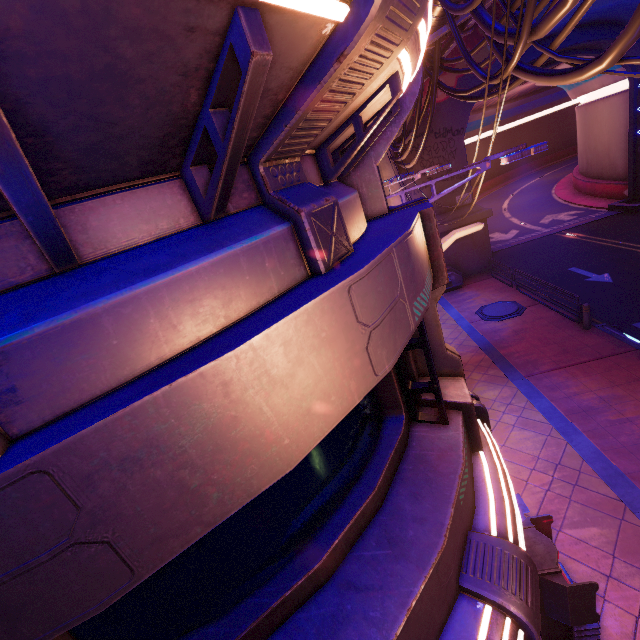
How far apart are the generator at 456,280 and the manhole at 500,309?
3.2m

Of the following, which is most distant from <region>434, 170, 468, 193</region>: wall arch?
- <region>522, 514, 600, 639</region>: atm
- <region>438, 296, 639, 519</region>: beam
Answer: <region>522, 514, 600, 639</region>: atm

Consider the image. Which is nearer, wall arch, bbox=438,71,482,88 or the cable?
the cable

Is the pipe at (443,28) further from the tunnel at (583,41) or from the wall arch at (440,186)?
the tunnel at (583,41)

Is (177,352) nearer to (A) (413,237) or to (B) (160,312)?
(B) (160,312)

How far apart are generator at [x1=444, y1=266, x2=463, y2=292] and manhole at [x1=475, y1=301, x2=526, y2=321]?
3.2m

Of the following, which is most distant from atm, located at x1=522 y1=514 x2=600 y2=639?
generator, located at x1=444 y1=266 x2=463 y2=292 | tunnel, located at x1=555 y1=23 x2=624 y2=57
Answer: tunnel, located at x1=555 y1=23 x2=624 y2=57

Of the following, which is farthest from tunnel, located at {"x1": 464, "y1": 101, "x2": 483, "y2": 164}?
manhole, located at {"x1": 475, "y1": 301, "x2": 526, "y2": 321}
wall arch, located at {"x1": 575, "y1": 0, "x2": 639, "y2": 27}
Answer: manhole, located at {"x1": 475, "y1": 301, "x2": 526, "y2": 321}
